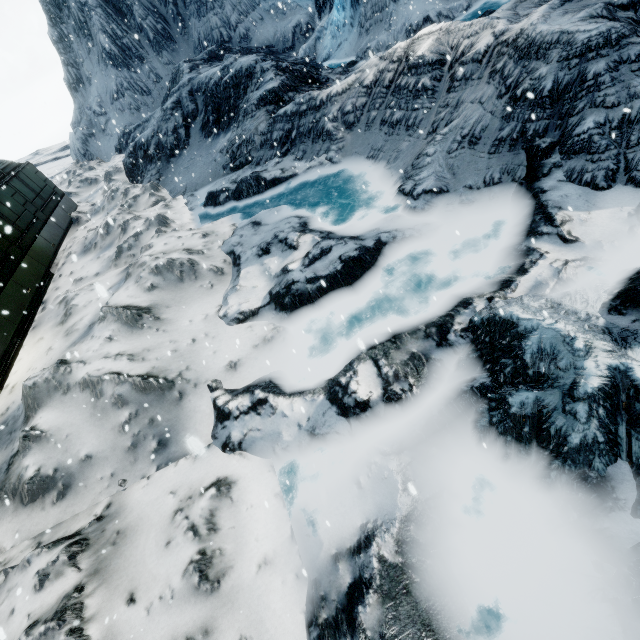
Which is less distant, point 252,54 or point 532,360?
point 532,360
